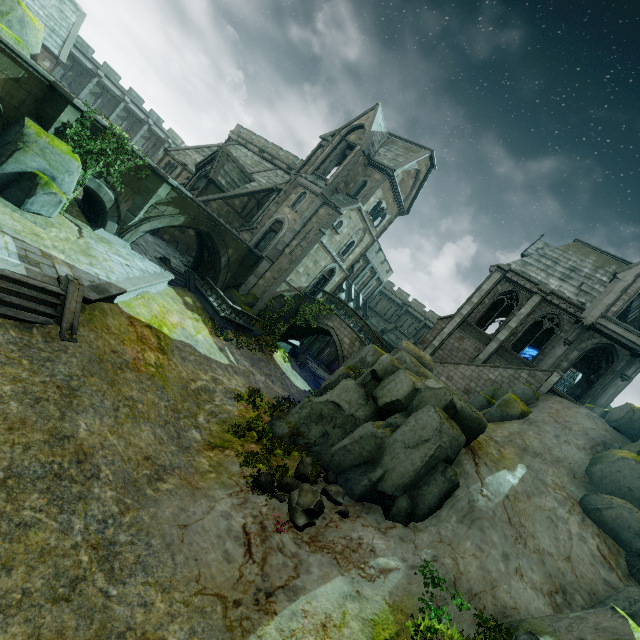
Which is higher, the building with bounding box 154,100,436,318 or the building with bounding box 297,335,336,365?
the building with bounding box 154,100,436,318

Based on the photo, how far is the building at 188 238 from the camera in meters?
28.7 m

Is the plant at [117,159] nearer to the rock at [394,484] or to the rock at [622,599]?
the rock at [394,484]

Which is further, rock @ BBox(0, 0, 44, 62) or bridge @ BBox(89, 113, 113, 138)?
bridge @ BBox(89, 113, 113, 138)

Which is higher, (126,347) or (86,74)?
(86,74)

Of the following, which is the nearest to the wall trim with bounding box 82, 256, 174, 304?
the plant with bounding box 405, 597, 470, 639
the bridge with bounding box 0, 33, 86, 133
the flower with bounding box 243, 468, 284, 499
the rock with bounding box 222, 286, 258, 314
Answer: the bridge with bounding box 0, 33, 86, 133

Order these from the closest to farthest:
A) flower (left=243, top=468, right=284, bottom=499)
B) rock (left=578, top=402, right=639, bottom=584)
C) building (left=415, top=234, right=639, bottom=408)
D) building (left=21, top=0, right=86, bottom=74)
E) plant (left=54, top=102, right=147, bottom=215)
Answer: flower (left=243, top=468, right=284, bottom=499) < rock (left=578, top=402, right=639, bottom=584) < plant (left=54, top=102, right=147, bottom=215) < building (left=415, top=234, right=639, bottom=408) < building (left=21, top=0, right=86, bottom=74)

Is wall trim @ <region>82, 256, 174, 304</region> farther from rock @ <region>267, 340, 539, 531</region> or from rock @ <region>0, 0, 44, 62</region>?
rock @ <region>267, 340, 539, 531</region>
